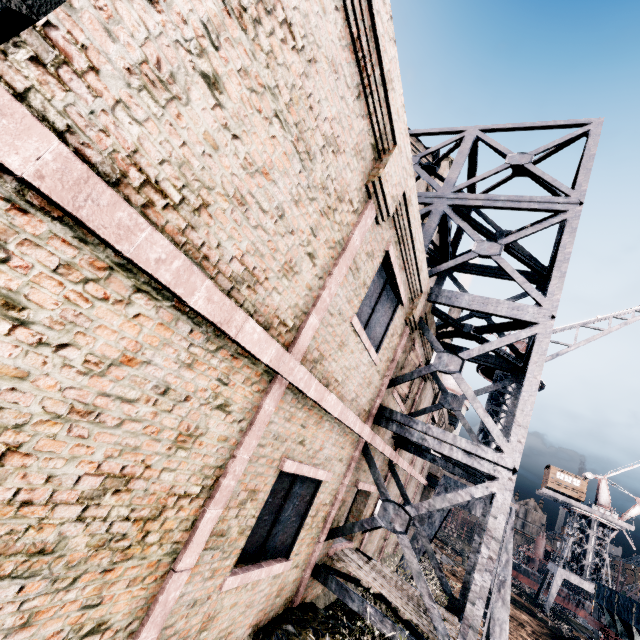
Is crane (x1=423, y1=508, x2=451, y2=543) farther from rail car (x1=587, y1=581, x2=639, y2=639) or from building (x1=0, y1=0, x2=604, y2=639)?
rail car (x1=587, y1=581, x2=639, y2=639)

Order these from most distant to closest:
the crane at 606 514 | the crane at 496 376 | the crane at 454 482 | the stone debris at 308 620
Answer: the crane at 606 514 → the crane at 496 376 → the crane at 454 482 → the stone debris at 308 620

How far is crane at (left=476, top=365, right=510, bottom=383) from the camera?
16.6 meters

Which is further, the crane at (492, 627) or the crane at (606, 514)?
the crane at (606, 514)

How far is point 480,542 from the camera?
9.2 meters

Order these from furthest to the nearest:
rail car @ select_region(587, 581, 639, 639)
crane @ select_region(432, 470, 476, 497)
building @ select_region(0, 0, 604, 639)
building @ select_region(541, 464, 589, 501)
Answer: building @ select_region(541, 464, 589, 501) → rail car @ select_region(587, 581, 639, 639) → crane @ select_region(432, 470, 476, 497) → building @ select_region(0, 0, 604, 639)

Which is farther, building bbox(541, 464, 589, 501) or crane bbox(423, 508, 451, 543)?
building bbox(541, 464, 589, 501)

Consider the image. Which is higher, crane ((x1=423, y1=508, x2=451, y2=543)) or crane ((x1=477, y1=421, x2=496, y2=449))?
crane ((x1=477, y1=421, x2=496, y2=449))
